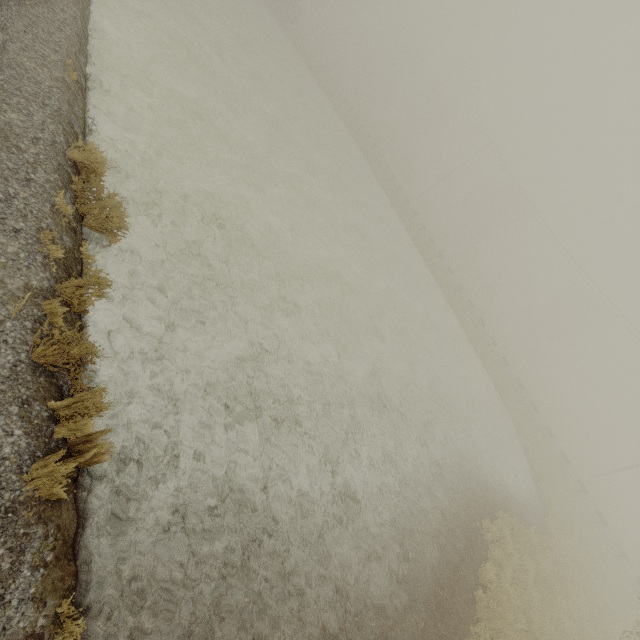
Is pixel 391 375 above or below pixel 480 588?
below
